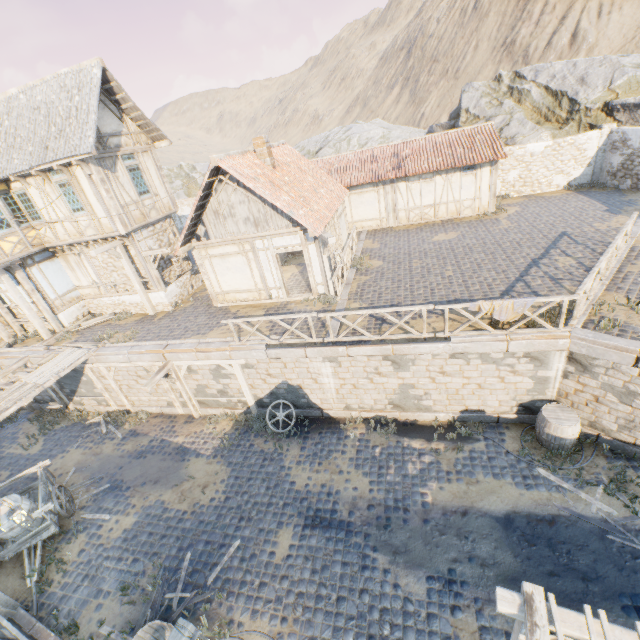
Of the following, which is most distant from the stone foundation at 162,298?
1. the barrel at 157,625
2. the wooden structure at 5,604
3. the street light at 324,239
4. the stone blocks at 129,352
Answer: the barrel at 157,625

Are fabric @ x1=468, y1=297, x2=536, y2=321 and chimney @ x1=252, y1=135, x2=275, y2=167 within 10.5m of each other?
yes

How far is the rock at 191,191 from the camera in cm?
3603

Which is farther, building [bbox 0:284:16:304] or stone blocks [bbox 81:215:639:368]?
building [bbox 0:284:16:304]

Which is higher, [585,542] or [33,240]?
[33,240]

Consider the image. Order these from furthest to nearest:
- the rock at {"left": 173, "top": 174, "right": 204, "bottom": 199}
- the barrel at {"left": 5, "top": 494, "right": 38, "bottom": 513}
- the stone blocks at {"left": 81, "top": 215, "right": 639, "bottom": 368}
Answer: the rock at {"left": 173, "top": 174, "right": 204, "bottom": 199} → the barrel at {"left": 5, "top": 494, "right": 38, "bottom": 513} → the stone blocks at {"left": 81, "top": 215, "right": 639, "bottom": 368}

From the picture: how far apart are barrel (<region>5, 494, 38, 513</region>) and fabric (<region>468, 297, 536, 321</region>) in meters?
14.1 m

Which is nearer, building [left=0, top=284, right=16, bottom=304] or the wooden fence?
the wooden fence
